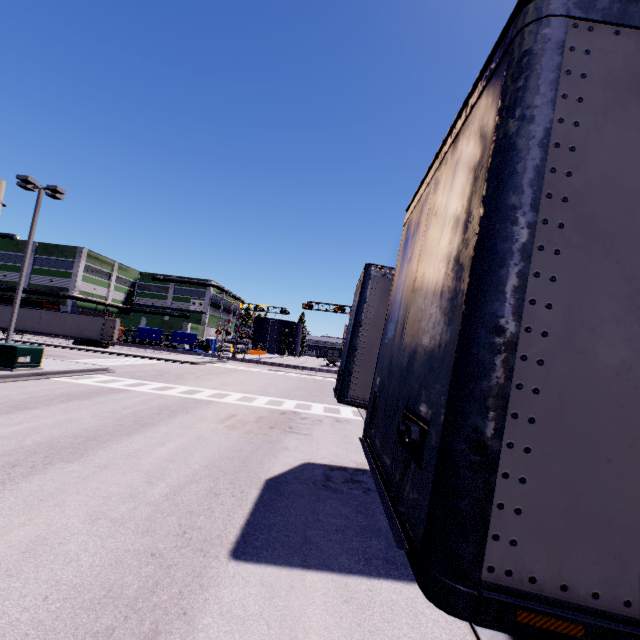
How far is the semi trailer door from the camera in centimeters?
3594cm

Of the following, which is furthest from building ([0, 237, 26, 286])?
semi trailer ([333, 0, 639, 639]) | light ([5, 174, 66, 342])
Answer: light ([5, 174, 66, 342])

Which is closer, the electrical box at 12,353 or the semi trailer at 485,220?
the semi trailer at 485,220

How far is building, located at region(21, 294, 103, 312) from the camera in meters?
52.3

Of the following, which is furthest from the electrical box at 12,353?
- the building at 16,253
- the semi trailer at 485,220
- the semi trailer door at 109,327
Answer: the semi trailer door at 109,327

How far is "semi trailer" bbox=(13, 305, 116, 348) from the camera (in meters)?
35.75

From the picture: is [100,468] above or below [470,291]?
below

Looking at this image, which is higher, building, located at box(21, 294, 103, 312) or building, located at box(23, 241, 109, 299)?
building, located at box(23, 241, 109, 299)
